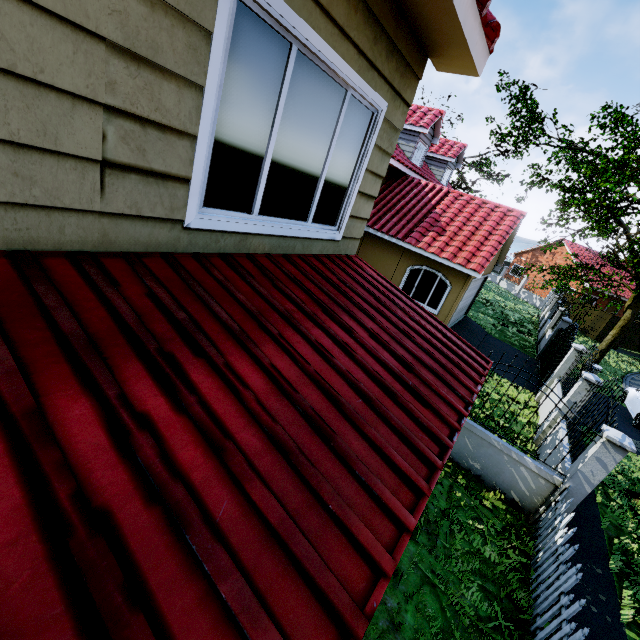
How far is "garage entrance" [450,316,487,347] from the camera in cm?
1498

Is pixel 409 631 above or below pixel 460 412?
below

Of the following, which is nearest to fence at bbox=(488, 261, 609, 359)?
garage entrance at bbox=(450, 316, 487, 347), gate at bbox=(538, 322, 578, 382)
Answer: gate at bbox=(538, 322, 578, 382)

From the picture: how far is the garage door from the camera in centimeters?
1295cm

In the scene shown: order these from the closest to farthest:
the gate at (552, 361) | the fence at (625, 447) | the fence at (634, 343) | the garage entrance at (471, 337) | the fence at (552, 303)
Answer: the fence at (625, 447) < the gate at (552, 361) < the garage entrance at (471, 337) < the fence at (552, 303) < the fence at (634, 343)

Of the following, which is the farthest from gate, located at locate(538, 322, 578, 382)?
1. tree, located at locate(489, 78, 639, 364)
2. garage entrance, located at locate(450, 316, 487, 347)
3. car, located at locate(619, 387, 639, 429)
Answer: car, located at locate(619, 387, 639, 429)

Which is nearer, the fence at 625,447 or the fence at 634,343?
the fence at 625,447

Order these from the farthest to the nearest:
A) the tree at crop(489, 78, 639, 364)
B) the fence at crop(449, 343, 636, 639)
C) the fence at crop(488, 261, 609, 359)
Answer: the fence at crop(488, 261, 609, 359) < the tree at crop(489, 78, 639, 364) < the fence at crop(449, 343, 636, 639)
